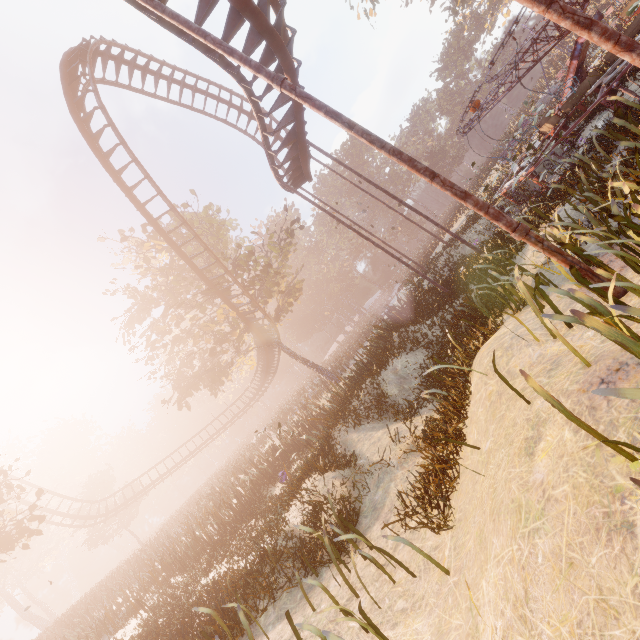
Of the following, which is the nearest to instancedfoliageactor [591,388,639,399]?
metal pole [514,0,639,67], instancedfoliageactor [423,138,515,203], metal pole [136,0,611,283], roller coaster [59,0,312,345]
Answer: metal pole [136,0,611,283]

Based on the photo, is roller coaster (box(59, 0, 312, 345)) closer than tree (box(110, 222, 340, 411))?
Yes

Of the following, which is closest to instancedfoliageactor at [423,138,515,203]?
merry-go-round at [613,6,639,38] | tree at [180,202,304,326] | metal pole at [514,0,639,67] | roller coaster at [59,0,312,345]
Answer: merry-go-round at [613,6,639,38]

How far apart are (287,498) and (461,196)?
8.94m

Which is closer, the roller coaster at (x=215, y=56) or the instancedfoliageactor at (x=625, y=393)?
the instancedfoliageactor at (x=625, y=393)

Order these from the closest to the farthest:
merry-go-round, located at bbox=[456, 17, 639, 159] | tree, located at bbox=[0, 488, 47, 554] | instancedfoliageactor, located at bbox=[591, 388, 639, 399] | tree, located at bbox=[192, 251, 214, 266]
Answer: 1. instancedfoliageactor, located at bbox=[591, 388, 639, 399]
2. merry-go-round, located at bbox=[456, 17, 639, 159]
3. tree, located at bbox=[0, 488, 47, 554]
4. tree, located at bbox=[192, 251, 214, 266]

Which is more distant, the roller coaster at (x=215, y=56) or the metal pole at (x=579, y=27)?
the roller coaster at (x=215, y=56)

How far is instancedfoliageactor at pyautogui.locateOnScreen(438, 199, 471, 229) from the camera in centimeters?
2982cm
